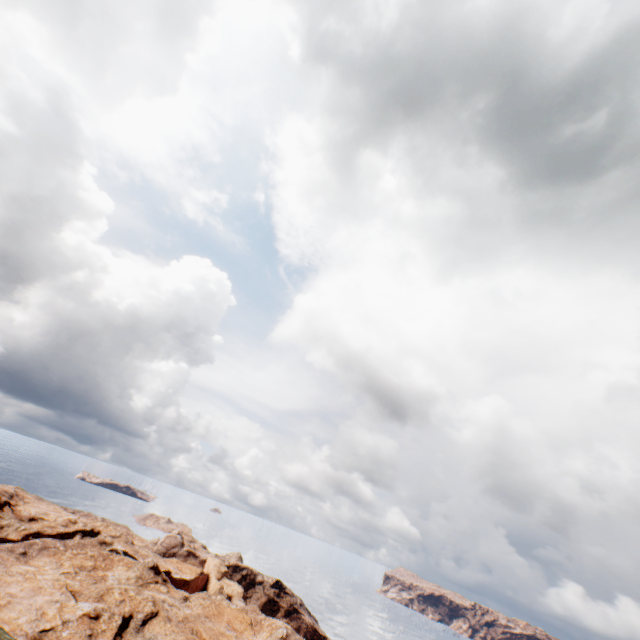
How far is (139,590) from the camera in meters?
41.2
